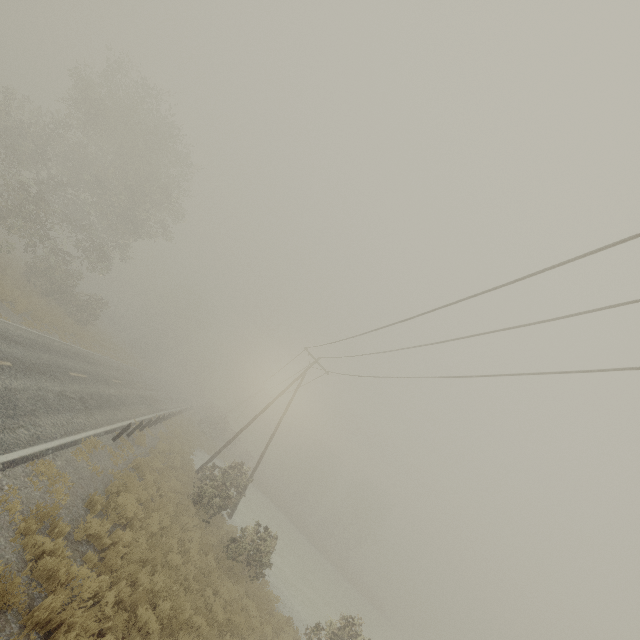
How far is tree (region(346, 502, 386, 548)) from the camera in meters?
57.1

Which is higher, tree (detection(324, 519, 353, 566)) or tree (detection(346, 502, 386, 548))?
tree (detection(346, 502, 386, 548))

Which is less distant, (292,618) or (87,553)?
(87,553)

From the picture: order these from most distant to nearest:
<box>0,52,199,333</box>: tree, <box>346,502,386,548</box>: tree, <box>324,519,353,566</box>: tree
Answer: <box>346,502,386,548</box>: tree
<box>324,519,353,566</box>: tree
<box>0,52,199,333</box>: tree

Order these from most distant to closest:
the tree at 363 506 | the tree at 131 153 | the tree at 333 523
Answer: the tree at 363 506 < the tree at 333 523 < the tree at 131 153

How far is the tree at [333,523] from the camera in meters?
51.0

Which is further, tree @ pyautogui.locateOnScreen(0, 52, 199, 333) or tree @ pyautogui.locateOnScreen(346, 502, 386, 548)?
tree @ pyautogui.locateOnScreen(346, 502, 386, 548)
